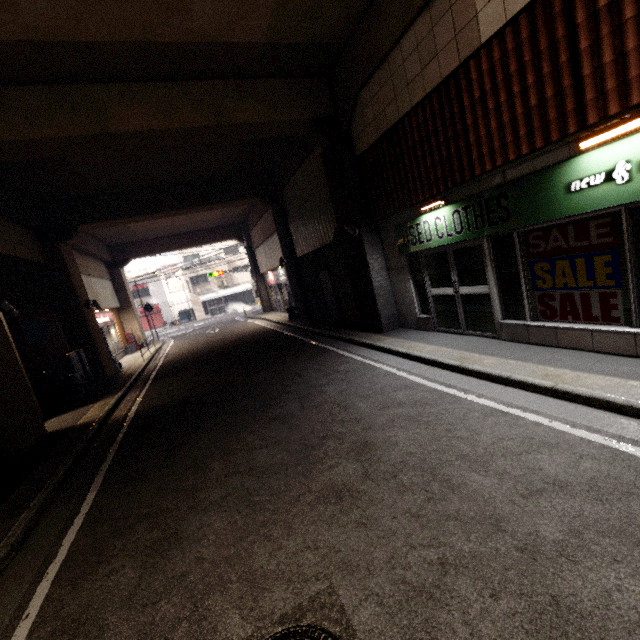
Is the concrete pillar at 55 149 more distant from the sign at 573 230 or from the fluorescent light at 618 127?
the sign at 573 230

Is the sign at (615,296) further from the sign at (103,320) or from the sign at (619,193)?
the sign at (103,320)

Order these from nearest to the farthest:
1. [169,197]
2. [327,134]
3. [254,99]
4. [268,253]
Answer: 1. [254,99]
2. [327,134]
3. [169,197]
4. [268,253]

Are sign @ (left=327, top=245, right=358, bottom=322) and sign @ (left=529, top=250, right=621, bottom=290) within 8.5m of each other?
yes

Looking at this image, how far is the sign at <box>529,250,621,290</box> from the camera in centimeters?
439cm

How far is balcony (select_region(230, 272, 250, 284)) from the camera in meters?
38.0

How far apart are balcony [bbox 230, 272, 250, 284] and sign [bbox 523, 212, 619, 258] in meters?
35.5

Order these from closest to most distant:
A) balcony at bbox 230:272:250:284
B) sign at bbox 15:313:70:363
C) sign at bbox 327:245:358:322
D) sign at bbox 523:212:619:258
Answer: sign at bbox 523:212:619:258
sign at bbox 15:313:70:363
sign at bbox 327:245:358:322
balcony at bbox 230:272:250:284
